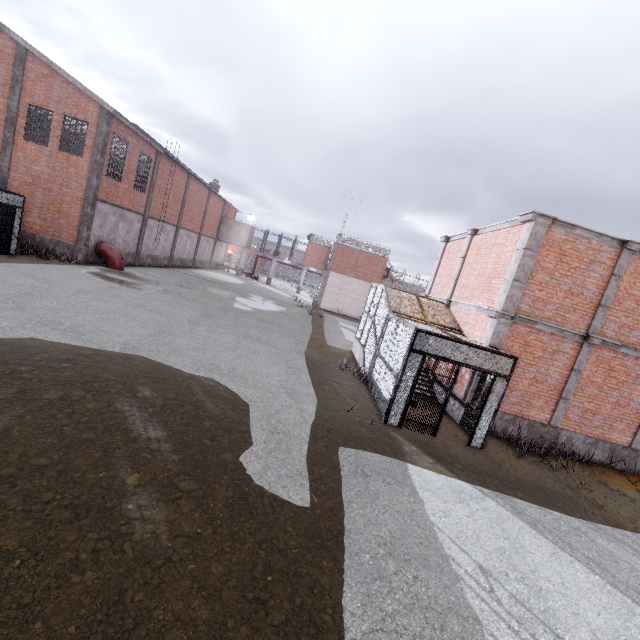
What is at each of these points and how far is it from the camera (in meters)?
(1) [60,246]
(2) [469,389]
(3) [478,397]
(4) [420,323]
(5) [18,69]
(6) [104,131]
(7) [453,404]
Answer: (1) foundation, 19.28
(2) trim, 10.59
(3) cage, 10.20
(4) cage, 11.74
(5) column, 17.81
(6) column, 18.38
(7) foundation, 11.52

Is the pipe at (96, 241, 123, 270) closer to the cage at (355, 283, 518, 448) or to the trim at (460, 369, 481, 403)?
the cage at (355, 283, 518, 448)

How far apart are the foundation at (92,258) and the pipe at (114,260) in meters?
0.1

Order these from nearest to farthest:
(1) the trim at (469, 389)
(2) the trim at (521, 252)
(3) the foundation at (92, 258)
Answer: (2) the trim at (521, 252) → (1) the trim at (469, 389) → (3) the foundation at (92, 258)

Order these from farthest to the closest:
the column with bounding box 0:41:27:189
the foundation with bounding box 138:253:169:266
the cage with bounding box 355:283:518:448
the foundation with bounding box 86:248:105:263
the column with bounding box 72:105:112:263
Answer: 1. the foundation with bounding box 138:253:169:266
2. the foundation with bounding box 86:248:105:263
3. the column with bounding box 72:105:112:263
4. the column with bounding box 0:41:27:189
5. the cage with bounding box 355:283:518:448

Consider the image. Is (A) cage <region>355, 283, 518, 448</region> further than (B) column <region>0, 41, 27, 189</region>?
No

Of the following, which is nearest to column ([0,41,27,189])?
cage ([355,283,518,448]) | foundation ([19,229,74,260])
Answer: foundation ([19,229,74,260])

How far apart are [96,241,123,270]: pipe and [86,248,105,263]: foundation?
0.05m
